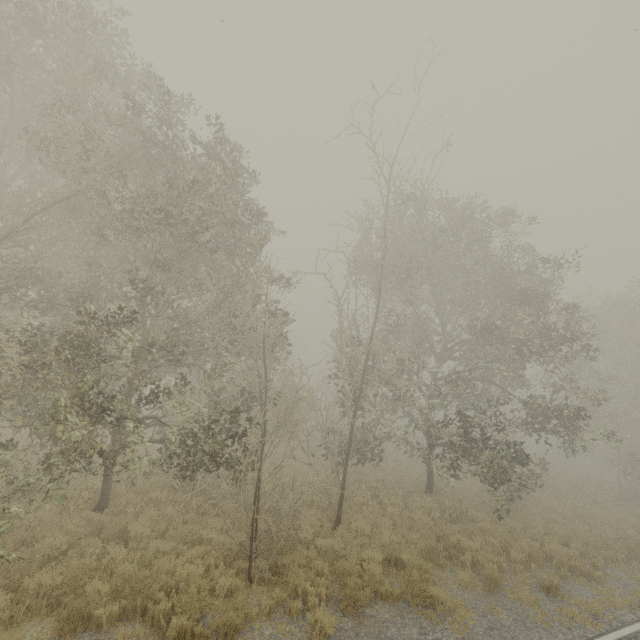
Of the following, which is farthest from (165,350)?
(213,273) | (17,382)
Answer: (213,273)
